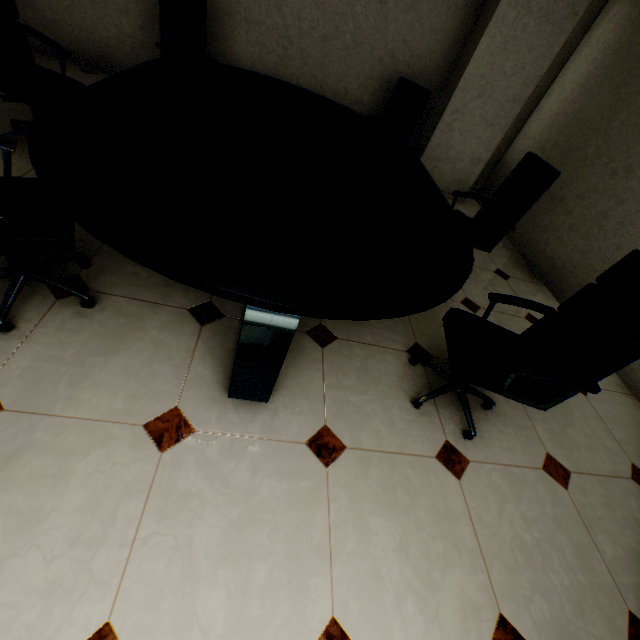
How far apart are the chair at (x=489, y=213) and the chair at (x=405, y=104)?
1.3m

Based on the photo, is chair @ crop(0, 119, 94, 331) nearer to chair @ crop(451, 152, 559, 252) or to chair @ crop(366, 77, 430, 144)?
chair @ crop(451, 152, 559, 252)

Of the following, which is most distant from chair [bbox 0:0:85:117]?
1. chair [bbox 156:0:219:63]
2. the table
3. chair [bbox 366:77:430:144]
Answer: chair [bbox 366:77:430:144]

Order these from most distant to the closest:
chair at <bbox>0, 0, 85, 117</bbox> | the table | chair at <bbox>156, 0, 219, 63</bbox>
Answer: chair at <bbox>156, 0, 219, 63</bbox> → chair at <bbox>0, 0, 85, 117</bbox> → the table

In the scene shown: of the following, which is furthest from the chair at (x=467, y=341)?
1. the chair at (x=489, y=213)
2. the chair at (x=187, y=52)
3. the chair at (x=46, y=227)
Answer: the chair at (x=187, y=52)

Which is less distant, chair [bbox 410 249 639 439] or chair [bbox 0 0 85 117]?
chair [bbox 410 249 639 439]

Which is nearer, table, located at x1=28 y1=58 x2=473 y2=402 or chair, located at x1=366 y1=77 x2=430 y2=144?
table, located at x1=28 y1=58 x2=473 y2=402

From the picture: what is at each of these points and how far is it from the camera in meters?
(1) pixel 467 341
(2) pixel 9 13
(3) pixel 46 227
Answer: (1) chair, 1.7
(2) chair, 2.3
(3) chair, 1.4
